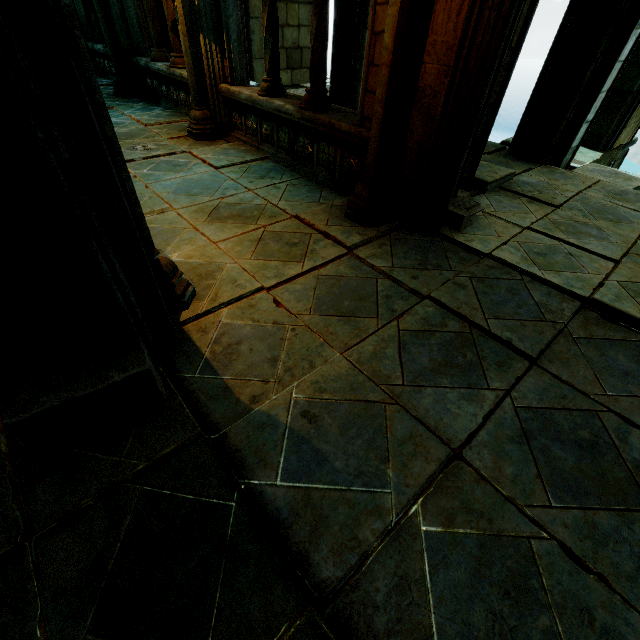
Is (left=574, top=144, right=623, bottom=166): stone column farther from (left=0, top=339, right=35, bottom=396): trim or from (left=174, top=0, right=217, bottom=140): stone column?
(left=0, top=339, right=35, bottom=396): trim

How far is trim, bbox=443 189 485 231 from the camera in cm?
343

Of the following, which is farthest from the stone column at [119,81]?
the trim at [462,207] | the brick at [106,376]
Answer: the brick at [106,376]

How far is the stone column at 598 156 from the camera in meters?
7.1 m

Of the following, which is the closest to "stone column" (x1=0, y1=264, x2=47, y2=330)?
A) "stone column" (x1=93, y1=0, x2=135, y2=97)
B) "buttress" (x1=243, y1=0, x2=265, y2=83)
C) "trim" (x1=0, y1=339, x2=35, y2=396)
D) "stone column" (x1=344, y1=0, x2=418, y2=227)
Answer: "trim" (x1=0, y1=339, x2=35, y2=396)

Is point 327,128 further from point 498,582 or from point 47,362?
point 498,582

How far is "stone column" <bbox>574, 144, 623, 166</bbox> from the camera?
7.08m

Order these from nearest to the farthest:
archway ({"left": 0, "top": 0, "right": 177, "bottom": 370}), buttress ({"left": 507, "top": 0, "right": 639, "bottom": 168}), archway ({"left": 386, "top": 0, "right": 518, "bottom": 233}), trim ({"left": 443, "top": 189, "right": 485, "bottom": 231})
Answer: archway ({"left": 0, "top": 0, "right": 177, "bottom": 370}) < archway ({"left": 386, "top": 0, "right": 518, "bottom": 233}) < trim ({"left": 443, "top": 189, "right": 485, "bottom": 231}) < buttress ({"left": 507, "top": 0, "right": 639, "bottom": 168})
